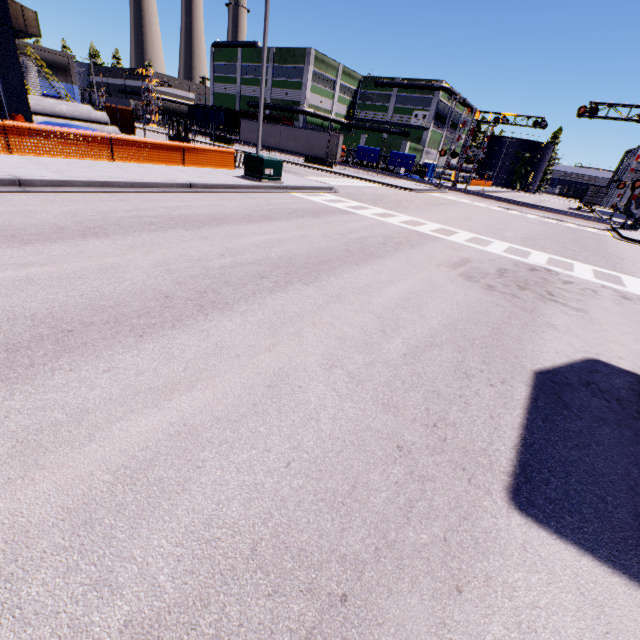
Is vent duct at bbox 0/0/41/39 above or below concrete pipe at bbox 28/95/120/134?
above

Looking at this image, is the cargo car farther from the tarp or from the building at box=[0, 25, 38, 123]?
the tarp

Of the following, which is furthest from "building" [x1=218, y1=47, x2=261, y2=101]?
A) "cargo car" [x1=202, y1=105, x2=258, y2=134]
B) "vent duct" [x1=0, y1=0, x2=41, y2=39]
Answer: "cargo car" [x1=202, y1=105, x2=258, y2=134]

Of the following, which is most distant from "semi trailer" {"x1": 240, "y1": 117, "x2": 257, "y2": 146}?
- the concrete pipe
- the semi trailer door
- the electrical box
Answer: the concrete pipe

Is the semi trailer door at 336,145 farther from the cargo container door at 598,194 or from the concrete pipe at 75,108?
the cargo container door at 598,194

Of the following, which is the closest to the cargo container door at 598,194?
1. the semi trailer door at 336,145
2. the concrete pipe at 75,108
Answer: the semi trailer door at 336,145

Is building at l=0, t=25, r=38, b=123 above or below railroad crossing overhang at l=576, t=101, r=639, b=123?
below

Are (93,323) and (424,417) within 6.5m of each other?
yes
